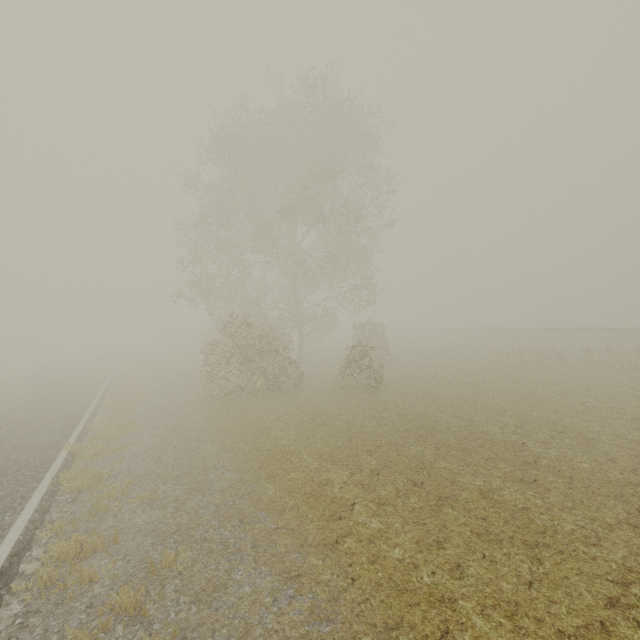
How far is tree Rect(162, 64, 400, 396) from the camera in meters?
15.6

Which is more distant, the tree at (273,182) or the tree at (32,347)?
the tree at (32,347)

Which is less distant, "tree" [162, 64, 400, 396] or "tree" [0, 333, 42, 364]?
"tree" [162, 64, 400, 396]

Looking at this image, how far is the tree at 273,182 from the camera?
15.6m

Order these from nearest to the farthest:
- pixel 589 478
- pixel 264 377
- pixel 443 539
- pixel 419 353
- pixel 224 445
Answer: pixel 443 539
pixel 589 478
pixel 224 445
pixel 264 377
pixel 419 353
